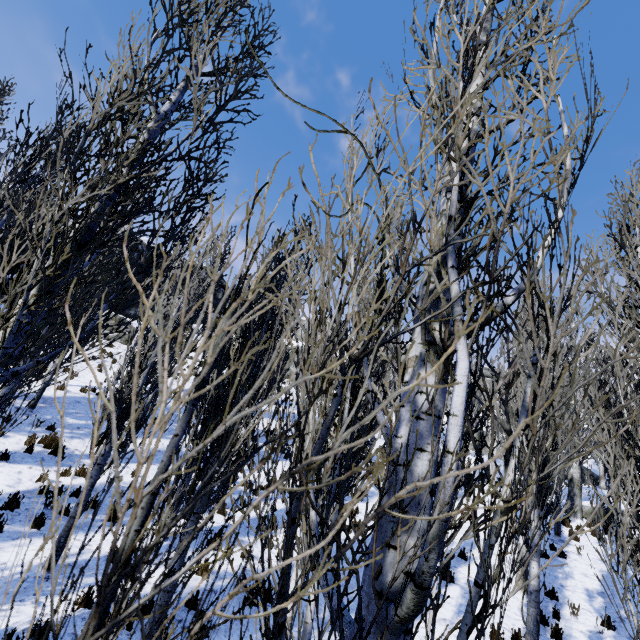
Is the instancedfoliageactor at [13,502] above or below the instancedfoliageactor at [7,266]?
below

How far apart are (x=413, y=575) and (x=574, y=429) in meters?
23.1 m

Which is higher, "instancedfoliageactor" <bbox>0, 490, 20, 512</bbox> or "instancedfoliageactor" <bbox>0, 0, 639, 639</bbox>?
"instancedfoliageactor" <bbox>0, 0, 639, 639</bbox>

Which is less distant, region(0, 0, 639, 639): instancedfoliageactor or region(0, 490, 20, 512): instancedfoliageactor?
region(0, 0, 639, 639): instancedfoliageactor

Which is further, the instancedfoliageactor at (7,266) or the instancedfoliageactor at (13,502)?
the instancedfoliageactor at (13,502)
